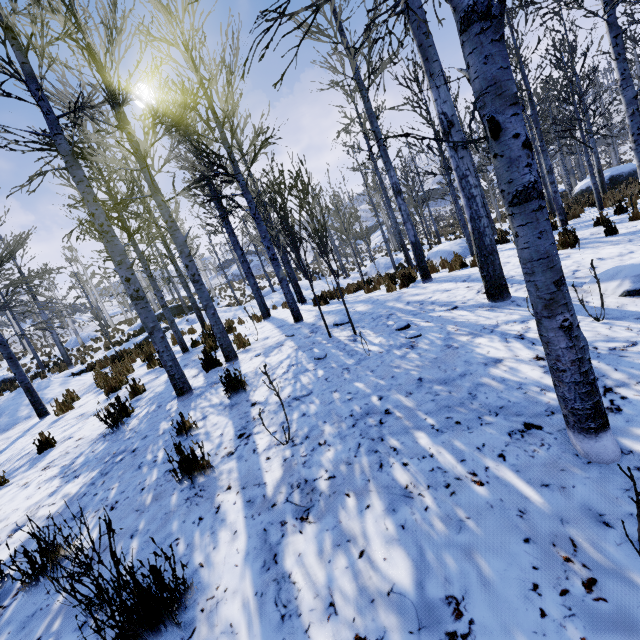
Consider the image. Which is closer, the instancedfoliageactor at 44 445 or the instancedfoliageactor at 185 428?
the instancedfoliageactor at 185 428

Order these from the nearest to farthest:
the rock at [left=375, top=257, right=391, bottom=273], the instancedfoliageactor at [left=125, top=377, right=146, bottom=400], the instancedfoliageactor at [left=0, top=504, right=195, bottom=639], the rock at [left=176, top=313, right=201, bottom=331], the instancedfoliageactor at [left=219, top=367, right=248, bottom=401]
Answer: the instancedfoliageactor at [left=0, top=504, right=195, bottom=639] → the instancedfoliageactor at [left=219, top=367, right=248, bottom=401] → the instancedfoliageactor at [left=125, top=377, right=146, bottom=400] → the rock at [left=176, top=313, right=201, bottom=331] → the rock at [left=375, top=257, right=391, bottom=273]

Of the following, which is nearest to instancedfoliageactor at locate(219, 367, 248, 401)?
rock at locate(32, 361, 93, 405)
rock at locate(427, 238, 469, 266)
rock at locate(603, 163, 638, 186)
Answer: rock at locate(427, 238, 469, 266)

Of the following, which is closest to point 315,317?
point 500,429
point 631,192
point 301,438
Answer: point 301,438

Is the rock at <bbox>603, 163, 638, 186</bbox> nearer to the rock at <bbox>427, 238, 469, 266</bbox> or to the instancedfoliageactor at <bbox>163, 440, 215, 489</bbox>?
the instancedfoliageactor at <bbox>163, 440, 215, 489</bbox>

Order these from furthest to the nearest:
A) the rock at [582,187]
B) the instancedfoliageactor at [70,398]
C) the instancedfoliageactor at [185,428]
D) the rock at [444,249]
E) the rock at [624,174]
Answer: the rock at [582,187], the rock at [624,174], the rock at [444,249], the instancedfoliageactor at [70,398], the instancedfoliageactor at [185,428]

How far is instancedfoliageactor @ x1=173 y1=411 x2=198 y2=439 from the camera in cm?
359

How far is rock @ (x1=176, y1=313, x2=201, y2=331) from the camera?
16.06m
